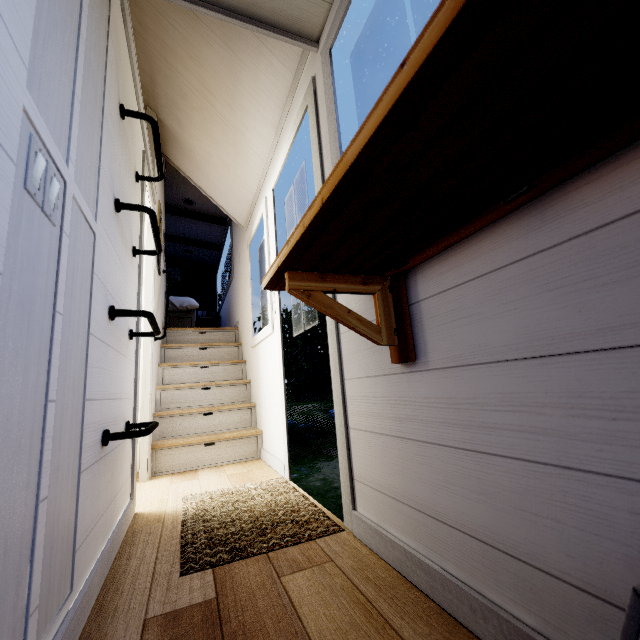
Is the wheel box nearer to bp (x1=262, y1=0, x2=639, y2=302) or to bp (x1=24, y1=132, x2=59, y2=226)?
bp (x1=262, y1=0, x2=639, y2=302)

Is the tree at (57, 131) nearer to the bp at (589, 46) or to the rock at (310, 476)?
the bp at (589, 46)

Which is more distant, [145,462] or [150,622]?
[145,462]

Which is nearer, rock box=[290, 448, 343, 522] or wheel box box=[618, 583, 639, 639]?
wheel box box=[618, 583, 639, 639]

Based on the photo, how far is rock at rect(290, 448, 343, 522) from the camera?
5.0m

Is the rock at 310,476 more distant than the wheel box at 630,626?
Yes

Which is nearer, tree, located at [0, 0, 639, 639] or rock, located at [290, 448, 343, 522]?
tree, located at [0, 0, 639, 639]

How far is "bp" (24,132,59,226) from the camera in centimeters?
67cm
